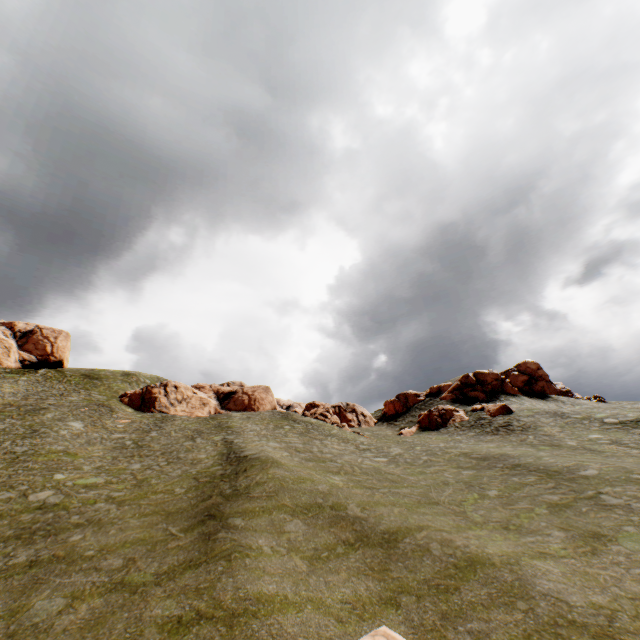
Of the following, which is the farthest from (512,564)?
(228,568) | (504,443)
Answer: (504,443)

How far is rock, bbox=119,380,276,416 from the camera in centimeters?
4947cm

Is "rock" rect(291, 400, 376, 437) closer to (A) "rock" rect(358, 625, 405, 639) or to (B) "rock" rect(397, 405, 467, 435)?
(B) "rock" rect(397, 405, 467, 435)

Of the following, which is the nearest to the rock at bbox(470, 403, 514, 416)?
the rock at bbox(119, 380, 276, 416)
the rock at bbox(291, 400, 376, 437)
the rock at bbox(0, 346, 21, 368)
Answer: the rock at bbox(291, 400, 376, 437)

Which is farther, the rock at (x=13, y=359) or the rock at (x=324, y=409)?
the rock at (x=13, y=359)

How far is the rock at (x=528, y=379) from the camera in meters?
50.2 m

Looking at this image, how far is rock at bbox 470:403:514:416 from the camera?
40.0 meters
